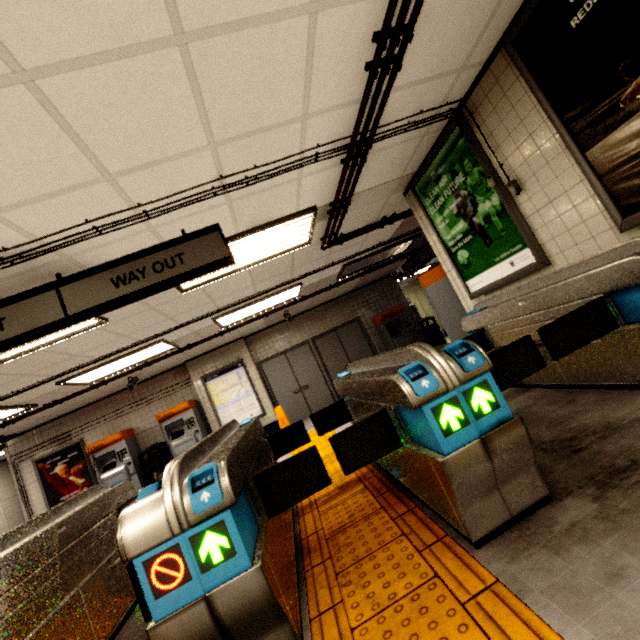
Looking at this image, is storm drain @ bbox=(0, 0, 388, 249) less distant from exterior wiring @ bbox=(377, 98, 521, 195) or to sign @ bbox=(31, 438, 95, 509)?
exterior wiring @ bbox=(377, 98, 521, 195)

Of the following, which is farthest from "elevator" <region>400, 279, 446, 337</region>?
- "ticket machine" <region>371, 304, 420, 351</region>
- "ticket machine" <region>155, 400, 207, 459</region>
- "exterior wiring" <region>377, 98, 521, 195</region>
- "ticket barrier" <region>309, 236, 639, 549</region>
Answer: "exterior wiring" <region>377, 98, 521, 195</region>

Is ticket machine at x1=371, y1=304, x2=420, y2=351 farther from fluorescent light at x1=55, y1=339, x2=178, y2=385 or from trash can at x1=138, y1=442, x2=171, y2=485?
trash can at x1=138, y1=442, x2=171, y2=485

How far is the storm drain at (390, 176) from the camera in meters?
3.4

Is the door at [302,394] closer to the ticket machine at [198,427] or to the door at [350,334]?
the door at [350,334]

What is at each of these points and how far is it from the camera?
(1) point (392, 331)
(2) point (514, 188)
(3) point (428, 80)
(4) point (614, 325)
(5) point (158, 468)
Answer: (1) ticket machine, 10.0 meters
(2) exterior wiring, 3.0 meters
(3) storm drain, 2.7 meters
(4) ticket barrier, 2.4 meters
(5) trash can, 8.2 meters

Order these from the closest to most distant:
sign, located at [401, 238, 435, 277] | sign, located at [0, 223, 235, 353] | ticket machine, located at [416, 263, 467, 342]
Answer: sign, located at [0, 223, 235, 353] < ticket machine, located at [416, 263, 467, 342] < sign, located at [401, 238, 435, 277]

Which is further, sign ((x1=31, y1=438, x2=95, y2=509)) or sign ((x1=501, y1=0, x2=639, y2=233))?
sign ((x1=31, y1=438, x2=95, y2=509))
